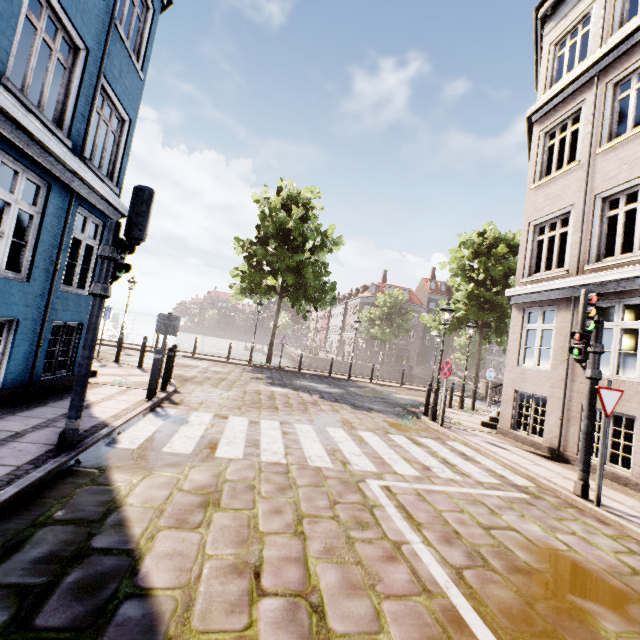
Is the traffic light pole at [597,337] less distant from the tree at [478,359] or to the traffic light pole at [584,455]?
the traffic light pole at [584,455]

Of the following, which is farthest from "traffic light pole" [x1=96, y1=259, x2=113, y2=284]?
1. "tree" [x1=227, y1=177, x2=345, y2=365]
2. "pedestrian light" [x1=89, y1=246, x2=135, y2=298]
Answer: "tree" [x1=227, y1=177, x2=345, y2=365]

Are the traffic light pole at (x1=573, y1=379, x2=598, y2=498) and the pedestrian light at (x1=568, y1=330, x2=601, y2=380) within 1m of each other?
yes

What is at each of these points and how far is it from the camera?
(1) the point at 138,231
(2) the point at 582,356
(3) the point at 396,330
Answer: (1) traffic light, 4.2m
(2) pedestrian light, 5.7m
(3) tree, 41.6m

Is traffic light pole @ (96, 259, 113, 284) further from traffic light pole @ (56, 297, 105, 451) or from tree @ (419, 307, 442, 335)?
tree @ (419, 307, 442, 335)

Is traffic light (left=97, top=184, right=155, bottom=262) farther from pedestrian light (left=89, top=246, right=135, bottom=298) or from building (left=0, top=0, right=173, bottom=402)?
building (left=0, top=0, right=173, bottom=402)

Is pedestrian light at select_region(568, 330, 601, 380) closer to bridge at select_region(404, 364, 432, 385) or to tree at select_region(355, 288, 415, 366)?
tree at select_region(355, 288, 415, 366)

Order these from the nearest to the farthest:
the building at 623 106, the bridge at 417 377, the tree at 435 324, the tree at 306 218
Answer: the building at 623 106, the tree at 306 218, the tree at 435 324, the bridge at 417 377
